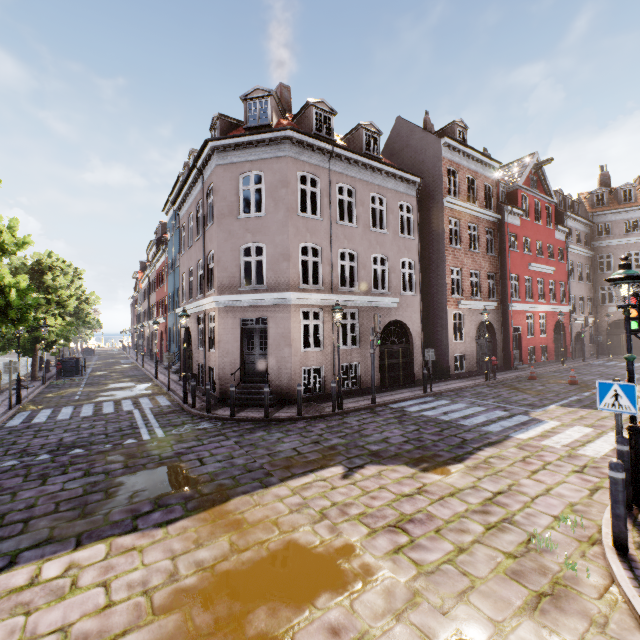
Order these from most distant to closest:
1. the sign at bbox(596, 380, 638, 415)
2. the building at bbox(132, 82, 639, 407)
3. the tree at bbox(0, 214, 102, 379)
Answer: the building at bbox(132, 82, 639, 407), the tree at bbox(0, 214, 102, 379), the sign at bbox(596, 380, 638, 415)

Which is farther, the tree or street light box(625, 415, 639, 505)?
the tree

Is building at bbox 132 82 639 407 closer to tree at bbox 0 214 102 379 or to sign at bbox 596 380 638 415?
sign at bbox 596 380 638 415

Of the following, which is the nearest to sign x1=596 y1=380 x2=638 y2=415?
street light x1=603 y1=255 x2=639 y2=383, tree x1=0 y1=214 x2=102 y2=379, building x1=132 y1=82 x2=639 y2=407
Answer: street light x1=603 y1=255 x2=639 y2=383

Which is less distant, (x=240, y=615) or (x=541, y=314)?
(x=240, y=615)

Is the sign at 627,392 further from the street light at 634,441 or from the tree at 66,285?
the tree at 66,285

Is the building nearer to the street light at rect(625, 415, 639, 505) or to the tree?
the street light at rect(625, 415, 639, 505)

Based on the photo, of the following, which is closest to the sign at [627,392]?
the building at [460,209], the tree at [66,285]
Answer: the building at [460,209]
